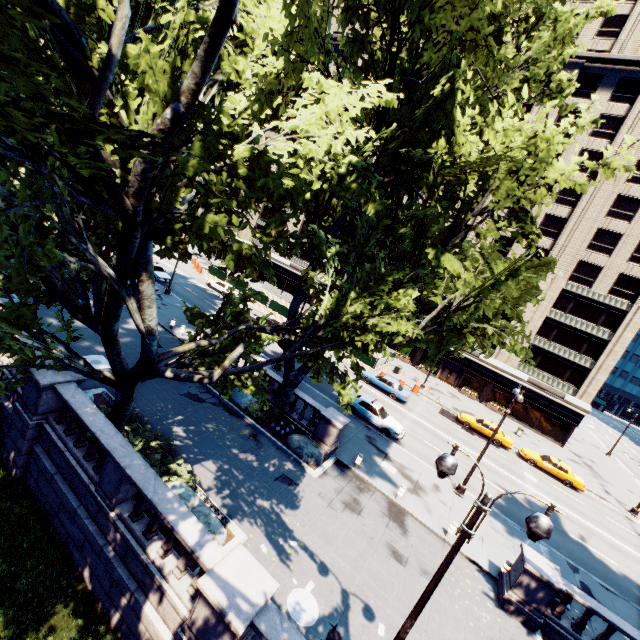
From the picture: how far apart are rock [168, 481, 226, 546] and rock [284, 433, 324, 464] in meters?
5.7

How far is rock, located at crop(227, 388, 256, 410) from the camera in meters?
18.6

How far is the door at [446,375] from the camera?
45.66m

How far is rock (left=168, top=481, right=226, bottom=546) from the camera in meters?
10.6 m

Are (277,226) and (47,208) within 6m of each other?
yes

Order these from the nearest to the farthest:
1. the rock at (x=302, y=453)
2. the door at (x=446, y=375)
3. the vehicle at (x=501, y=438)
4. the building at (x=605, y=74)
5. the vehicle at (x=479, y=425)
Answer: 1. the rock at (x=302, y=453)
2. the vehicle at (x=501, y=438)
3. the vehicle at (x=479, y=425)
4. the building at (x=605, y=74)
5. the door at (x=446, y=375)

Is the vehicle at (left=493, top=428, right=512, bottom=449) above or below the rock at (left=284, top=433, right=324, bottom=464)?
above
